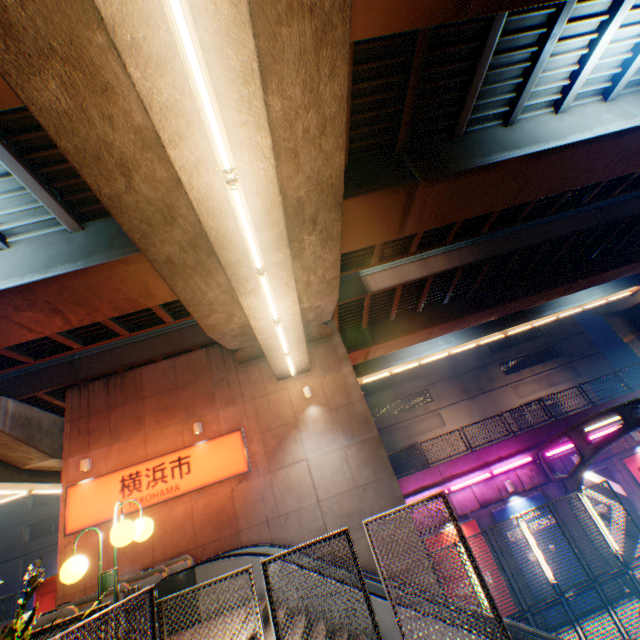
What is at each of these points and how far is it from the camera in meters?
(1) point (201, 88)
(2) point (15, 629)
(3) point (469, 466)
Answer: (1) street lamp, 3.9
(2) plants, 3.1
(3) concrete block, 16.0

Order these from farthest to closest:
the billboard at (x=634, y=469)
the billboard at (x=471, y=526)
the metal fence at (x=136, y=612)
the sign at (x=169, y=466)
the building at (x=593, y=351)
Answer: the building at (x=593, y=351)
the billboard at (x=634, y=469)
the billboard at (x=471, y=526)
the sign at (x=169, y=466)
the metal fence at (x=136, y=612)

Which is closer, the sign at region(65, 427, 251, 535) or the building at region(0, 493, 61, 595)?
the sign at region(65, 427, 251, 535)

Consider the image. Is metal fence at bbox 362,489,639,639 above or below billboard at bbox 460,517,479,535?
below

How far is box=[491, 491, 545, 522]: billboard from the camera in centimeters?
1489cm

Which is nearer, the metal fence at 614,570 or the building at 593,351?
the metal fence at 614,570

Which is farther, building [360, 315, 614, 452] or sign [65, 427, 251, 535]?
building [360, 315, 614, 452]

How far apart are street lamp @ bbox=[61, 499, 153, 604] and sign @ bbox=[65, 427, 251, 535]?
8.1m
